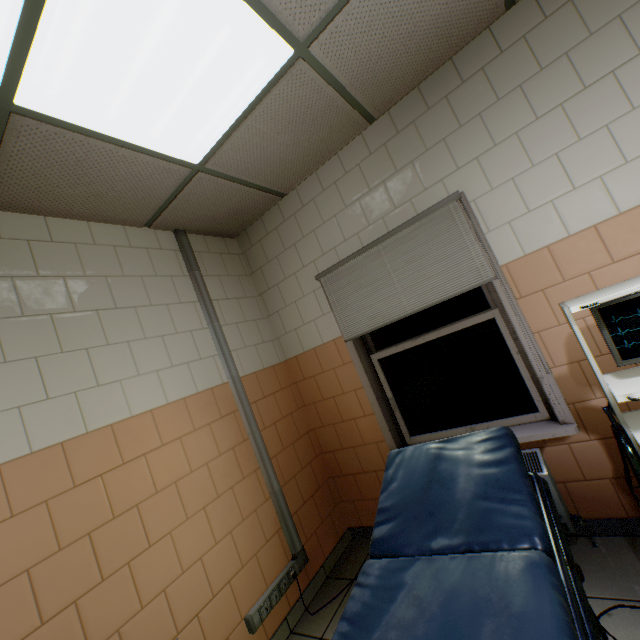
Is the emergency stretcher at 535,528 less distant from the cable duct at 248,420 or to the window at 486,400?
the window at 486,400

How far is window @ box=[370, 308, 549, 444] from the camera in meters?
2.3

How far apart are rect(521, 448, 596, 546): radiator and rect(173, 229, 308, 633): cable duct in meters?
1.2

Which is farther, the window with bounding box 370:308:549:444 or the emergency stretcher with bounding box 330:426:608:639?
the window with bounding box 370:308:549:444

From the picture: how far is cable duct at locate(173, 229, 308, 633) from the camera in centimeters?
237cm

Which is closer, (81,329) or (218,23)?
(218,23)

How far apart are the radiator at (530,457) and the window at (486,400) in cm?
21

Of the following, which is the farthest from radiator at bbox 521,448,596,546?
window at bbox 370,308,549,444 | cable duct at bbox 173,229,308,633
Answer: cable duct at bbox 173,229,308,633
